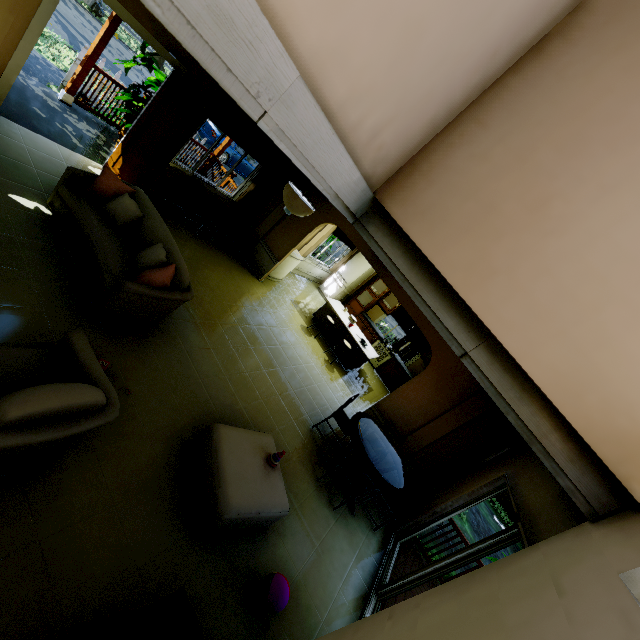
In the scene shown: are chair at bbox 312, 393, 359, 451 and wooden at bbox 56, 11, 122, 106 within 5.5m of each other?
no

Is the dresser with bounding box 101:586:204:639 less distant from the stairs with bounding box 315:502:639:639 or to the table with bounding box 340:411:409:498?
the stairs with bounding box 315:502:639:639

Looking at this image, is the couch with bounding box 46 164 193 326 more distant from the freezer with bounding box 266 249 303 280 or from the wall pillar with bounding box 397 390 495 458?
the wall pillar with bounding box 397 390 495 458

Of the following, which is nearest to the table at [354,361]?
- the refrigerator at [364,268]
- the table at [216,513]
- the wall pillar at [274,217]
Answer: the refrigerator at [364,268]

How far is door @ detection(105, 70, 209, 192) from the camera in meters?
5.0 m

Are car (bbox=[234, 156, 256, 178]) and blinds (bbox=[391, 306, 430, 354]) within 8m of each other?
no

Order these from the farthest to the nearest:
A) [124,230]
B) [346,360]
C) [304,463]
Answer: [346,360]
[304,463]
[124,230]

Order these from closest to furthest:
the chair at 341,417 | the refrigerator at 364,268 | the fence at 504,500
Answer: the chair at 341,417, the refrigerator at 364,268, the fence at 504,500
